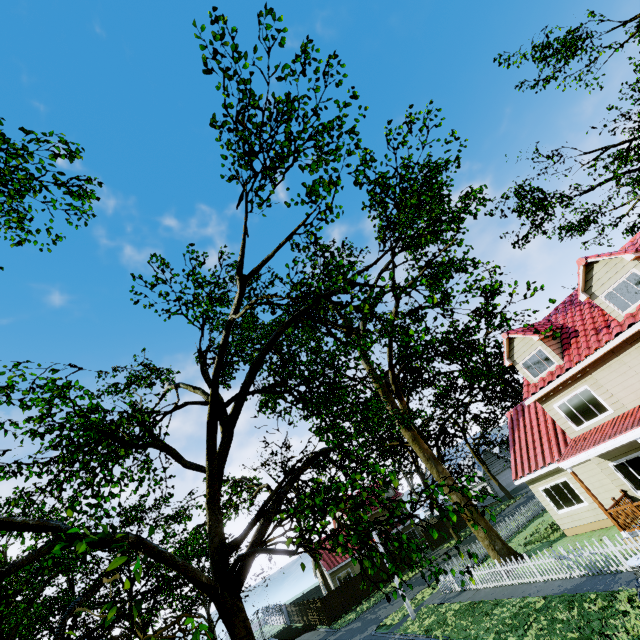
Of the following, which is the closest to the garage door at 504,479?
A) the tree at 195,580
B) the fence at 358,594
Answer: the tree at 195,580

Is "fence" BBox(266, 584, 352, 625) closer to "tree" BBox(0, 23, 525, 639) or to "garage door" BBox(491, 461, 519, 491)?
"tree" BBox(0, 23, 525, 639)

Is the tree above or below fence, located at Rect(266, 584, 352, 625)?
above

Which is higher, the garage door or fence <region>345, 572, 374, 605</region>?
the garage door

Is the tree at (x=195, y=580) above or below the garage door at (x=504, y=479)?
above

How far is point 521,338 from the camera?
16.7m
